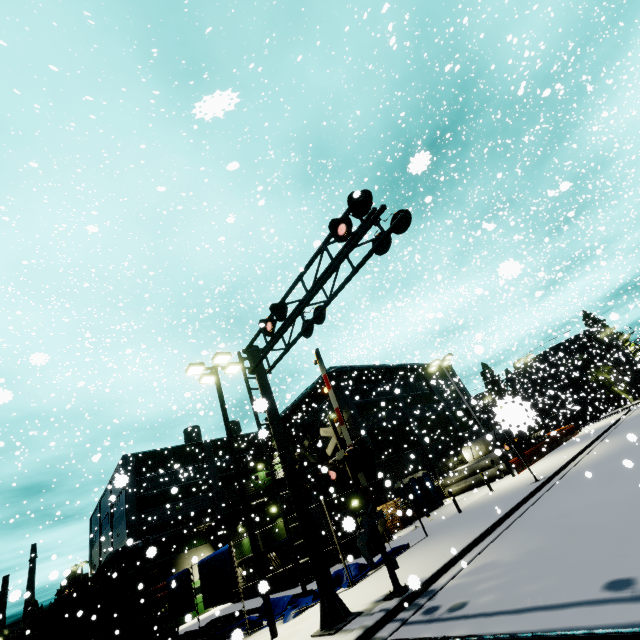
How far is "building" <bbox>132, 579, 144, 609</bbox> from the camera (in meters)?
18.81

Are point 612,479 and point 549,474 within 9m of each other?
yes

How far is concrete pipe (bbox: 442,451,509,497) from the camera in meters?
27.6

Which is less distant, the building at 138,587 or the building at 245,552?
the building at 138,587

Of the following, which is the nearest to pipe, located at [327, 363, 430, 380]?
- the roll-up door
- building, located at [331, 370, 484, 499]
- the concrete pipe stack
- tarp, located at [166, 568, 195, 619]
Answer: building, located at [331, 370, 484, 499]

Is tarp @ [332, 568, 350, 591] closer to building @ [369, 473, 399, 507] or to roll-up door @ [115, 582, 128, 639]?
building @ [369, 473, 399, 507]

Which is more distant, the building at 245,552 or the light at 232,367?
the building at 245,552

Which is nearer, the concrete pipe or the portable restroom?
the portable restroom
